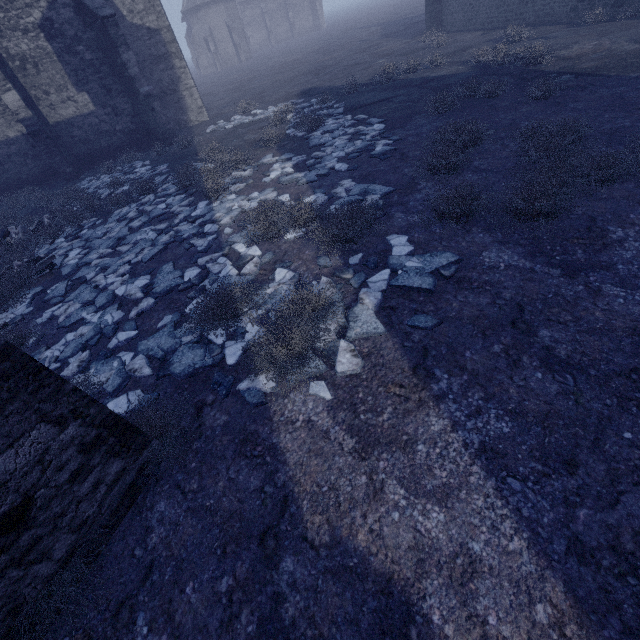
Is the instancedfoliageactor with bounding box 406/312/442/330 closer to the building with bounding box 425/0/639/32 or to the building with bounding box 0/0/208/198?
the building with bounding box 0/0/208/198

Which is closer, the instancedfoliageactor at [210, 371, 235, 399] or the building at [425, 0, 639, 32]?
the instancedfoliageactor at [210, 371, 235, 399]

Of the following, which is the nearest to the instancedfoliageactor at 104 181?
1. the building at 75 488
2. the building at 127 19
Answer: the building at 75 488

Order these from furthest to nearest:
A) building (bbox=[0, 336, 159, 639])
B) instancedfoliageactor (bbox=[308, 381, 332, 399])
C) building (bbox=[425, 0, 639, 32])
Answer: building (bbox=[425, 0, 639, 32]) → instancedfoliageactor (bbox=[308, 381, 332, 399]) → building (bbox=[0, 336, 159, 639])

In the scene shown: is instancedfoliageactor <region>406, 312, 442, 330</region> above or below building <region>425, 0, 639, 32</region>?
below

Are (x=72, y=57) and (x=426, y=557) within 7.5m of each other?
no

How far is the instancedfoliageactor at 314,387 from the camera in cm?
348

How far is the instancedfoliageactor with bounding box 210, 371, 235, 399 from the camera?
3.9m
